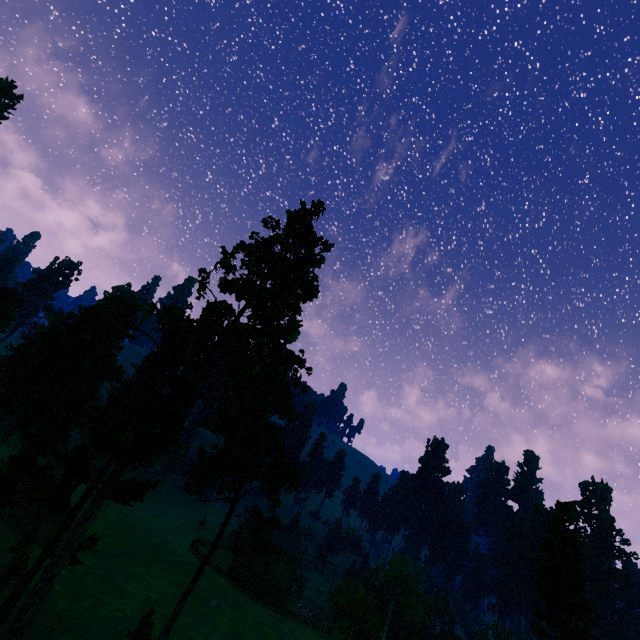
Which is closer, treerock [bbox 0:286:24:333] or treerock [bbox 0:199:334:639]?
treerock [bbox 0:199:334:639]

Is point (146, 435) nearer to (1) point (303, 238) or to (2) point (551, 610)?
(1) point (303, 238)

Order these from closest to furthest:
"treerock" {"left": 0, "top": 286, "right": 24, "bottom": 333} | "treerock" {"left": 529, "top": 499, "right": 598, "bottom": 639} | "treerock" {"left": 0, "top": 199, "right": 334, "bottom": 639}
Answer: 1. "treerock" {"left": 0, "top": 199, "right": 334, "bottom": 639}
2. "treerock" {"left": 529, "top": 499, "right": 598, "bottom": 639}
3. "treerock" {"left": 0, "top": 286, "right": 24, "bottom": 333}

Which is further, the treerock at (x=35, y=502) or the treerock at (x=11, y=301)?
the treerock at (x=11, y=301)
